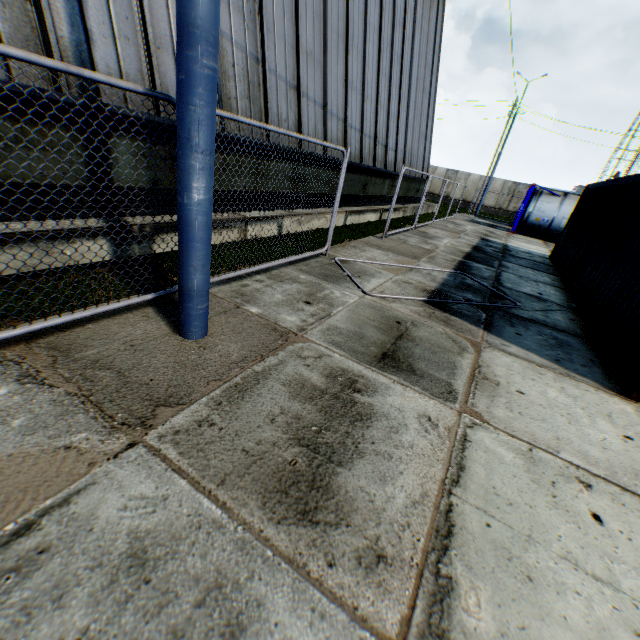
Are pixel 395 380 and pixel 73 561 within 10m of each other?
yes

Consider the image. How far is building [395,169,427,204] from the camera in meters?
17.8

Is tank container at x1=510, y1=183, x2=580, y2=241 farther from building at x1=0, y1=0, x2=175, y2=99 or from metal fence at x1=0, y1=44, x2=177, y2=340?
A: metal fence at x1=0, y1=44, x2=177, y2=340

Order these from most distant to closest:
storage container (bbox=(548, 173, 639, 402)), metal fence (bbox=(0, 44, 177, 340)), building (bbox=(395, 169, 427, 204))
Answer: building (bbox=(395, 169, 427, 204)), storage container (bbox=(548, 173, 639, 402)), metal fence (bbox=(0, 44, 177, 340))

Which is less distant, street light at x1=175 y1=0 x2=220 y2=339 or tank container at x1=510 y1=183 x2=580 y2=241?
street light at x1=175 y1=0 x2=220 y2=339

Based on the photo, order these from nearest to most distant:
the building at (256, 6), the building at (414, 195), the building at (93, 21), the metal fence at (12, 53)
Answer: the metal fence at (12, 53)
the building at (93, 21)
the building at (256, 6)
the building at (414, 195)

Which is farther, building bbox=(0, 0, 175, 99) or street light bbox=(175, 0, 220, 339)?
building bbox=(0, 0, 175, 99)

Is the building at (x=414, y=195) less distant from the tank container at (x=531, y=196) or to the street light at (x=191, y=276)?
the street light at (x=191, y=276)
